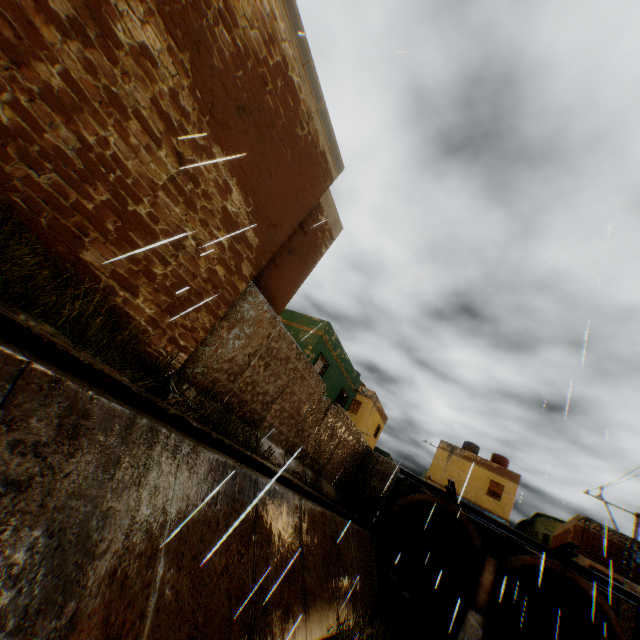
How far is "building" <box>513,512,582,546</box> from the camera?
23.39m

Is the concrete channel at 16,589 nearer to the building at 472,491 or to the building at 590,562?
the building at 472,491

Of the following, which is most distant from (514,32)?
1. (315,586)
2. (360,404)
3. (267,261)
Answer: (360,404)

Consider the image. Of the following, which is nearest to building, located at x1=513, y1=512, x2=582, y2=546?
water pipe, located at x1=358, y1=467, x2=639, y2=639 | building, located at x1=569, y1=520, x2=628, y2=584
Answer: water pipe, located at x1=358, y1=467, x2=639, y2=639

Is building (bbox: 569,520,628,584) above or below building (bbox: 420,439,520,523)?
below

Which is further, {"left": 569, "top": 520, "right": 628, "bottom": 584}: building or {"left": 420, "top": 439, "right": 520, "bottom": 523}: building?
{"left": 420, "top": 439, "right": 520, "bottom": 523}: building

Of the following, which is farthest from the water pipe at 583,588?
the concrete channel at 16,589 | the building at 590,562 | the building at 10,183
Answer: the building at 590,562
